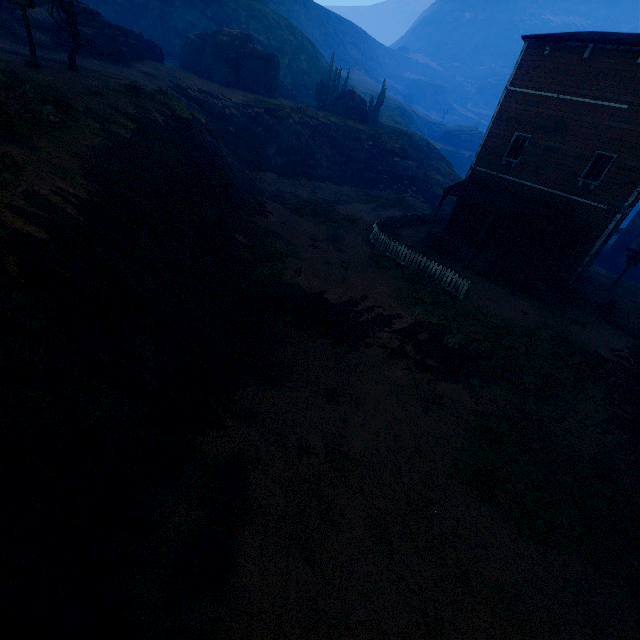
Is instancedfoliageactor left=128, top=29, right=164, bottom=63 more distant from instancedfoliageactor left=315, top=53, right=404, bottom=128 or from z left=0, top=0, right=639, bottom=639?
z left=0, top=0, right=639, bottom=639

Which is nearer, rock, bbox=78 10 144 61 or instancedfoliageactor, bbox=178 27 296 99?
rock, bbox=78 10 144 61

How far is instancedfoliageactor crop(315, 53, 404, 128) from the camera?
39.6m

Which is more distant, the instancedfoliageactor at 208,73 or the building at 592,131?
the instancedfoliageactor at 208,73

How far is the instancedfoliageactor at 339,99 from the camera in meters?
39.6 m

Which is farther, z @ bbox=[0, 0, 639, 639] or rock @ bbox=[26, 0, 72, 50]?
rock @ bbox=[26, 0, 72, 50]

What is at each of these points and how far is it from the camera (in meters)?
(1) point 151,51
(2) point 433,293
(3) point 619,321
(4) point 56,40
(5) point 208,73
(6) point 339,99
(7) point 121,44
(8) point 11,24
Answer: (1) instancedfoliageactor, 31.09
(2) z, 15.98
(3) rock, 16.84
(4) rock, 22.14
(5) instancedfoliageactor, 36.59
(6) instancedfoliageactor, 39.97
(7) rock, 24.52
(8) rock, 20.98
